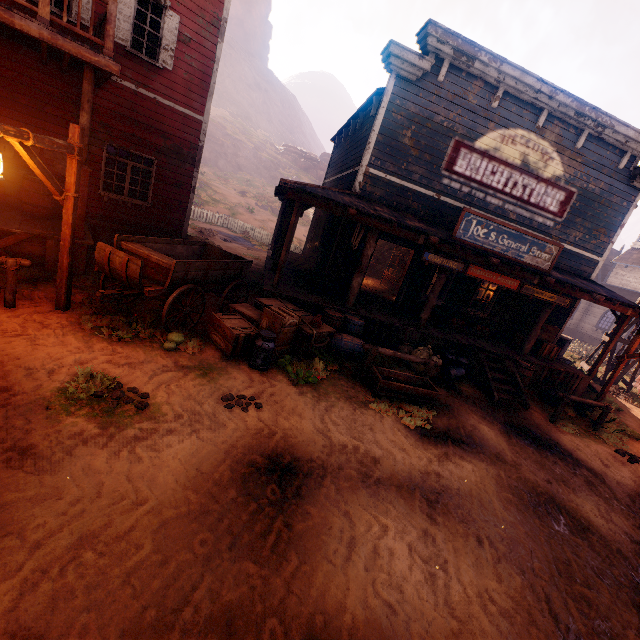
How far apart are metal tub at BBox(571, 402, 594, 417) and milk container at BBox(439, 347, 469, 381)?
2.76m

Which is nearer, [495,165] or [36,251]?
[36,251]

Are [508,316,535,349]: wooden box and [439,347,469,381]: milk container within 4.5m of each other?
yes

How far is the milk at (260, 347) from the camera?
6.41m

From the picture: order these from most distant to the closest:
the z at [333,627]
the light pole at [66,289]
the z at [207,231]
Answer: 1. the z at [207,231]
2. the light pole at [66,289]
3. the z at [333,627]

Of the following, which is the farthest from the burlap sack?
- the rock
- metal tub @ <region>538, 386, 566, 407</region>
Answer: the rock

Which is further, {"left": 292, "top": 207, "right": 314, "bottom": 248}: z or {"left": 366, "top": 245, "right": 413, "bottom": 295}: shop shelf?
{"left": 292, "top": 207, "right": 314, "bottom": 248}: z

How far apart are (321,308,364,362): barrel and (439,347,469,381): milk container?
2.52m
